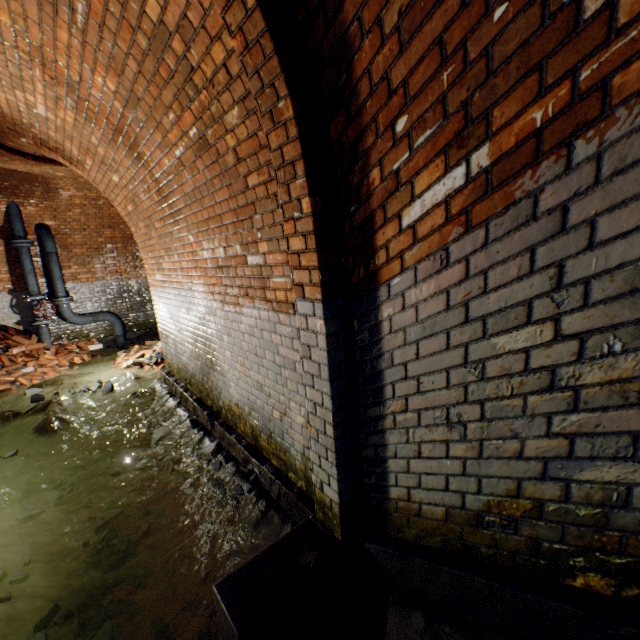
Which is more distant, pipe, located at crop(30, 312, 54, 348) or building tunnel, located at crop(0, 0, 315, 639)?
pipe, located at crop(30, 312, 54, 348)

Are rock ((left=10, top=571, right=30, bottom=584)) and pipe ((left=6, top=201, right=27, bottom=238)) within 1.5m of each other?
no

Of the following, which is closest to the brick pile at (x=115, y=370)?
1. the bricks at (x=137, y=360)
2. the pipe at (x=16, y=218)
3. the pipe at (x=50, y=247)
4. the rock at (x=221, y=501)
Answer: the bricks at (x=137, y=360)

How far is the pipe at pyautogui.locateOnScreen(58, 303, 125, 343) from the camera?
8.2 meters

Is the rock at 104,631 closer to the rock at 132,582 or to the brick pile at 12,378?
the rock at 132,582

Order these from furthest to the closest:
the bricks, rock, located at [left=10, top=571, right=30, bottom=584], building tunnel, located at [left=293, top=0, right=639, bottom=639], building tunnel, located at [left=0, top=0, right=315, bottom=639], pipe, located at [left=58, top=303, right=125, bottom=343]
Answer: pipe, located at [left=58, top=303, right=125, bottom=343]
the bricks
rock, located at [left=10, top=571, right=30, bottom=584]
building tunnel, located at [left=0, top=0, right=315, bottom=639]
building tunnel, located at [left=293, top=0, right=639, bottom=639]

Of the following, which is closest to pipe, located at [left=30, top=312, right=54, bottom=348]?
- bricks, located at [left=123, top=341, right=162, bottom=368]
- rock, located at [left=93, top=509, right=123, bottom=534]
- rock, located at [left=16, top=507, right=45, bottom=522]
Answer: bricks, located at [left=123, top=341, right=162, bottom=368]

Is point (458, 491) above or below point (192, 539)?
above
